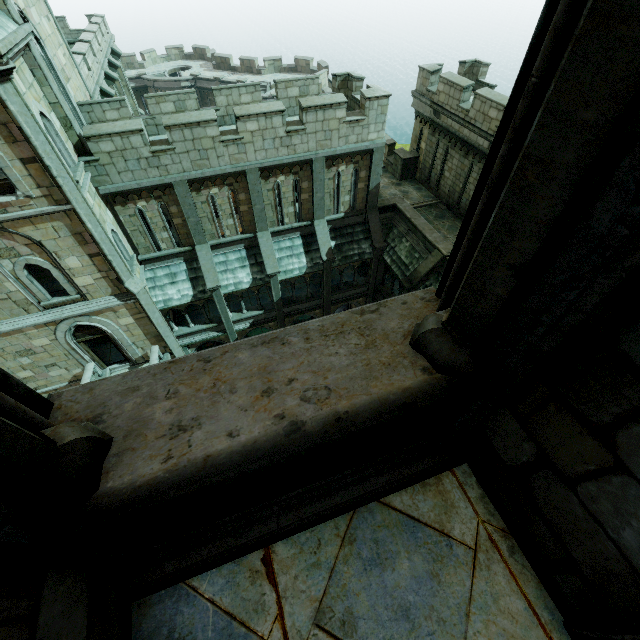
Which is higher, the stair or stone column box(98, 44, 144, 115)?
stone column box(98, 44, 144, 115)

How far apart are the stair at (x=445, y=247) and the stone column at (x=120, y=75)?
24.0m

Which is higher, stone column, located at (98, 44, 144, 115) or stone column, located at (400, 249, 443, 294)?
stone column, located at (98, 44, 144, 115)

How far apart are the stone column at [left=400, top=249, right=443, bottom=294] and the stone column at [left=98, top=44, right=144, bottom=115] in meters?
23.0 m

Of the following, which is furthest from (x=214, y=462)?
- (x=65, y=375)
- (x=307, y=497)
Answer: (x=65, y=375)

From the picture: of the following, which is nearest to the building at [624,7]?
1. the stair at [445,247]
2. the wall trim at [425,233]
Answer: the wall trim at [425,233]

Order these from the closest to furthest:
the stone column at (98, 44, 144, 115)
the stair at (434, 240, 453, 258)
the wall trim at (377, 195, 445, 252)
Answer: the stair at (434, 240, 453, 258), the wall trim at (377, 195, 445, 252), the stone column at (98, 44, 144, 115)

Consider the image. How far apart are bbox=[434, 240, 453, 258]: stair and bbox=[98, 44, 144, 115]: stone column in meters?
24.0
